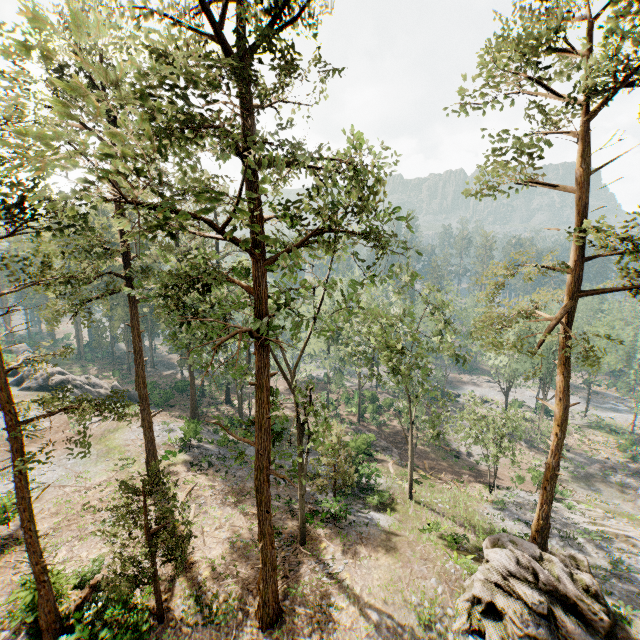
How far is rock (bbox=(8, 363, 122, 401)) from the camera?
40.78m

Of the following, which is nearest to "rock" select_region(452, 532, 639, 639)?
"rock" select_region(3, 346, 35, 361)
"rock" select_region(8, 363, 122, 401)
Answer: "rock" select_region(8, 363, 122, 401)

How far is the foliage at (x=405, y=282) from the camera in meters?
12.7 m

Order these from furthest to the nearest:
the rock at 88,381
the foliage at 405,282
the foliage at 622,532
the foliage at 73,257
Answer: the rock at 88,381 < the foliage at 622,532 < the foliage at 405,282 < the foliage at 73,257

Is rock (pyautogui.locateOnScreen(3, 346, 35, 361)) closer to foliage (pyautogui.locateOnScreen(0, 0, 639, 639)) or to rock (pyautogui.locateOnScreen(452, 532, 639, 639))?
foliage (pyautogui.locateOnScreen(0, 0, 639, 639))

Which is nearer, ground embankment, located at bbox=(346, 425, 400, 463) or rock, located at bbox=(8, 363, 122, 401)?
ground embankment, located at bbox=(346, 425, 400, 463)

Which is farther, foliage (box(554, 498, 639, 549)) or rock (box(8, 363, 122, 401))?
rock (box(8, 363, 122, 401))

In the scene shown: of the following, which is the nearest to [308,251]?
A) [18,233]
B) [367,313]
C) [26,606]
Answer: [367,313]
